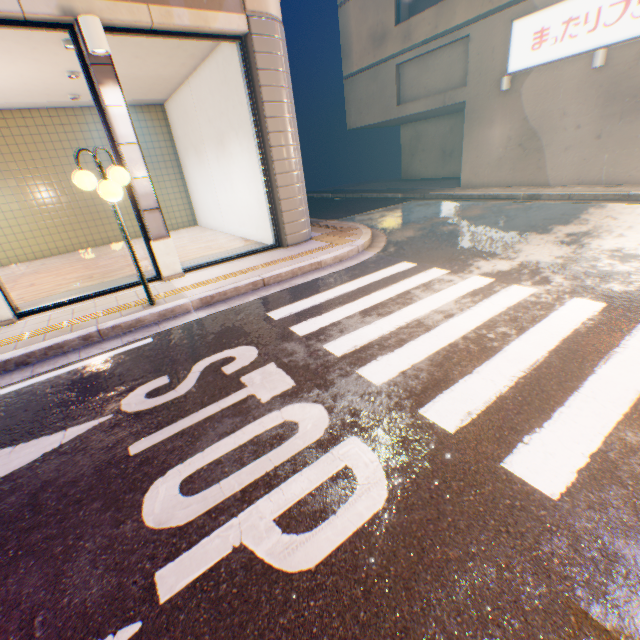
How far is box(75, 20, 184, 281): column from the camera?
5.3 meters

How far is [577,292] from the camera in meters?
4.4

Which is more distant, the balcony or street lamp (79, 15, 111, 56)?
the balcony

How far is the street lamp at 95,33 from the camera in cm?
471

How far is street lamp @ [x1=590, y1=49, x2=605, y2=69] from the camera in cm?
918

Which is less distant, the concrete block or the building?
the concrete block

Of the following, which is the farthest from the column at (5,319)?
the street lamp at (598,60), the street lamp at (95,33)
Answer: the street lamp at (598,60)

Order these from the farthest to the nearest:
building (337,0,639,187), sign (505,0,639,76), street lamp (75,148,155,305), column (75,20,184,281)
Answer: building (337,0,639,187)
sign (505,0,639,76)
column (75,20,184,281)
street lamp (75,148,155,305)
